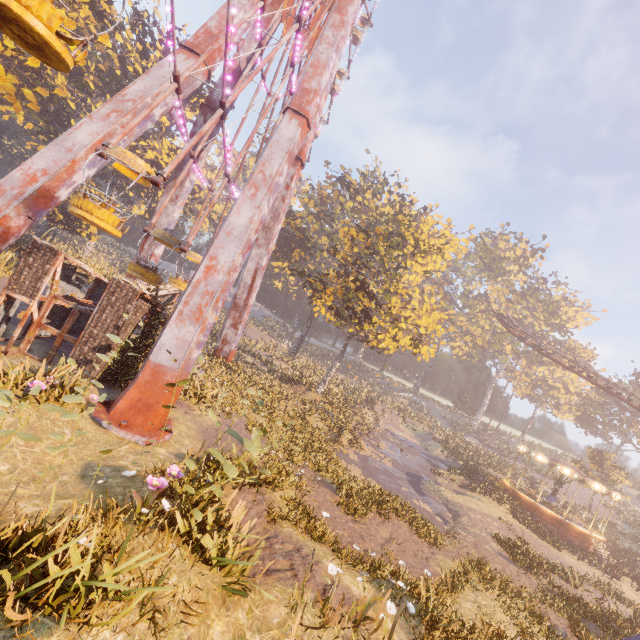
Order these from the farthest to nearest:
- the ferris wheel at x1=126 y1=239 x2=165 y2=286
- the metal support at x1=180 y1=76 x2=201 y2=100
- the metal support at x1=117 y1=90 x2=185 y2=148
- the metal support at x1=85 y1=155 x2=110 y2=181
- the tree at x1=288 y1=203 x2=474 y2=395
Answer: the tree at x1=288 y1=203 x2=474 y2=395 → the metal support at x1=180 y1=76 x2=201 y2=100 → the ferris wheel at x1=126 y1=239 x2=165 y2=286 → the metal support at x1=117 y1=90 x2=185 y2=148 → the metal support at x1=85 y1=155 x2=110 y2=181

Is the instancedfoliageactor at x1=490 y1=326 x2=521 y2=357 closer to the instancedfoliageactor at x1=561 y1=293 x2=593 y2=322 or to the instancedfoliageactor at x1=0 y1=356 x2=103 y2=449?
the instancedfoliageactor at x1=561 y1=293 x2=593 y2=322

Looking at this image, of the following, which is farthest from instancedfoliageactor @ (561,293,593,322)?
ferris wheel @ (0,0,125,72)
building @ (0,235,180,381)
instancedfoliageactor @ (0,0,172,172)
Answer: instancedfoliageactor @ (0,0,172,172)

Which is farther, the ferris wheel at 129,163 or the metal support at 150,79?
the metal support at 150,79

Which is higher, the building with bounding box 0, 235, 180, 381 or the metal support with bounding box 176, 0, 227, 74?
the metal support with bounding box 176, 0, 227, 74

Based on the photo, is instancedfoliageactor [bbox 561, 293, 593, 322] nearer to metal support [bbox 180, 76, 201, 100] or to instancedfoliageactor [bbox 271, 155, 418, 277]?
instancedfoliageactor [bbox 271, 155, 418, 277]

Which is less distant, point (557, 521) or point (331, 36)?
point (331, 36)

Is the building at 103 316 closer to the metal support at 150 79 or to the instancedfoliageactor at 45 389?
the instancedfoliageactor at 45 389
